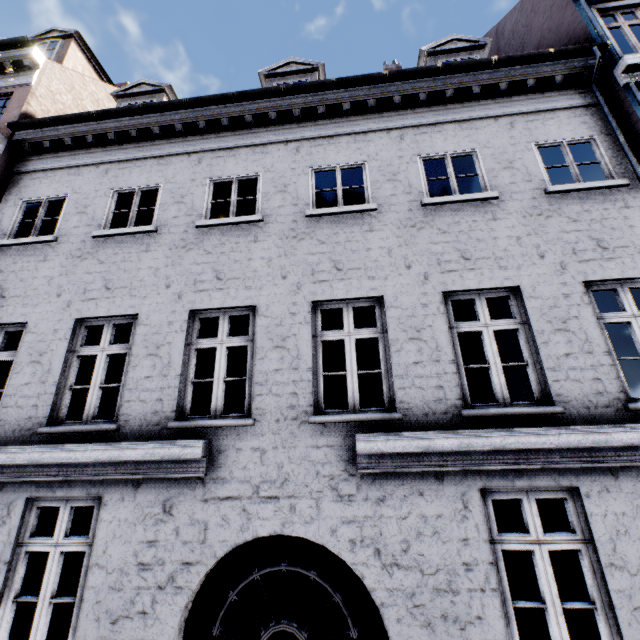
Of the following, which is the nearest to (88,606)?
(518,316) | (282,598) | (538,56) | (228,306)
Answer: (282,598)
